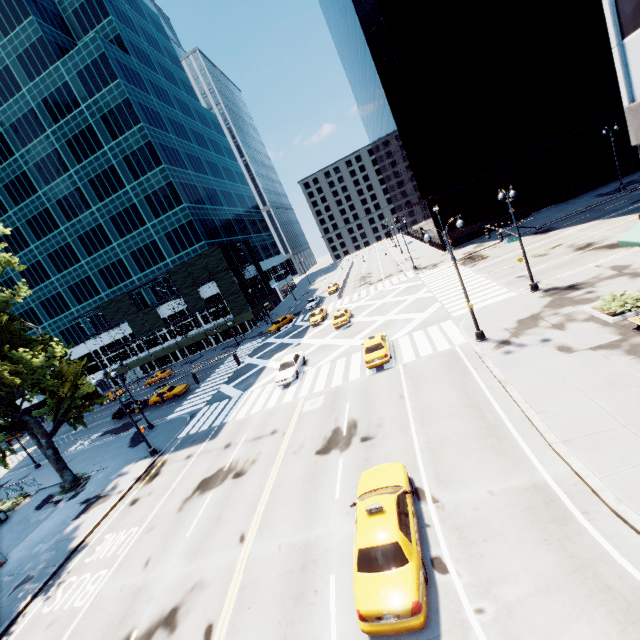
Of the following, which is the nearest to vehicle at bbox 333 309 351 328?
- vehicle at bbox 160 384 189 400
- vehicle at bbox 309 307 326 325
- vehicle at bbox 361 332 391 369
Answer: vehicle at bbox 309 307 326 325

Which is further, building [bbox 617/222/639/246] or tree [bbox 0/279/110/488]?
tree [bbox 0/279/110/488]

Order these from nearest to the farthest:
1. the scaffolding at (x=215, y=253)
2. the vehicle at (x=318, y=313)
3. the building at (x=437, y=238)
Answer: the vehicle at (x=318, y=313)
the building at (x=437, y=238)
the scaffolding at (x=215, y=253)

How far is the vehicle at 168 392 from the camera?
37.97m

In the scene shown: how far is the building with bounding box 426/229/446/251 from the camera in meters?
49.7 m

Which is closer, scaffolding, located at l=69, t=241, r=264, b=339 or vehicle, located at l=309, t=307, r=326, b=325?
vehicle, located at l=309, t=307, r=326, b=325

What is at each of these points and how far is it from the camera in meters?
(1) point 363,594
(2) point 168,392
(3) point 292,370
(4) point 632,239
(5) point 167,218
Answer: (1) vehicle, 8.2
(2) vehicle, 38.2
(3) vehicle, 26.8
(4) building, 16.2
(5) building, 54.8

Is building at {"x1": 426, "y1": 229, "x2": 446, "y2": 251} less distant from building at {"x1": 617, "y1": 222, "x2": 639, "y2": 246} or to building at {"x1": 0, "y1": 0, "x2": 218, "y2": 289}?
building at {"x1": 617, "y1": 222, "x2": 639, "y2": 246}
